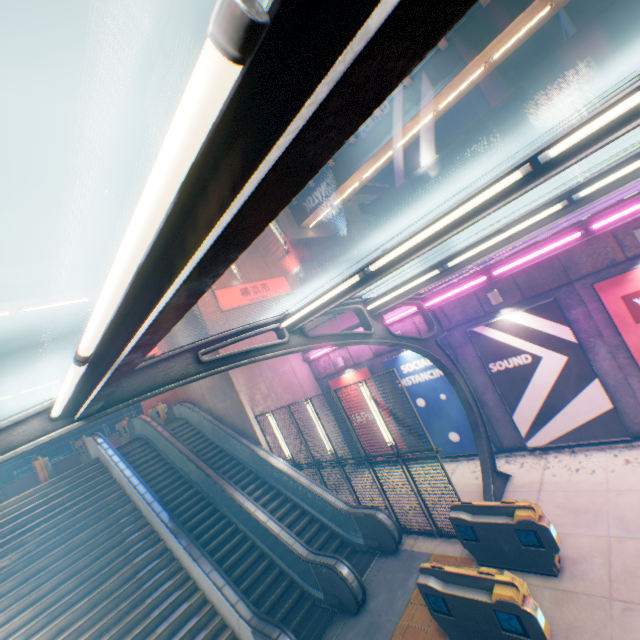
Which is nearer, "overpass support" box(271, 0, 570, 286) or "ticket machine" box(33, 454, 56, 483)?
"overpass support" box(271, 0, 570, 286)

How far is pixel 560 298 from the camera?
9.14m

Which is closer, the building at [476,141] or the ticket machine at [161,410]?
the ticket machine at [161,410]

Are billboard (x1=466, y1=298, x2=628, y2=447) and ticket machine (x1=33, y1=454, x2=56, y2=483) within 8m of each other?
no

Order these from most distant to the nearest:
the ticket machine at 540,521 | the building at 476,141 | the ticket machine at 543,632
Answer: the building at 476,141 < the ticket machine at 540,521 < the ticket machine at 543,632

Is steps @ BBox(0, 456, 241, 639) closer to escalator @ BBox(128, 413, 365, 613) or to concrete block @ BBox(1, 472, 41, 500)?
escalator @ BBox(128, 413, 365, 613)

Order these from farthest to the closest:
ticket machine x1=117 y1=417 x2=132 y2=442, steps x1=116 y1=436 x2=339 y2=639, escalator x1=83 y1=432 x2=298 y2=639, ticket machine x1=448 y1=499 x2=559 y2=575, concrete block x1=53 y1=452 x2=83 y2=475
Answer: concrete block x1=53 y1=452 x2=83 y2=475 → ticket machine x1=117 y1=417 x2=132 y2=442 → steps x1=116 y1=436 x2=339 y2=639 → escalator x1=83 y1=432 x2=298 y2=639 → ticket machine x1=448 y1=499 x2=559 y2=575

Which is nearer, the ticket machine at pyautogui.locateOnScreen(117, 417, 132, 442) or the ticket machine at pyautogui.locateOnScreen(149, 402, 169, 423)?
the ticket machine at pyautogui.locateOnScreen(117, 417, 132, 442)
